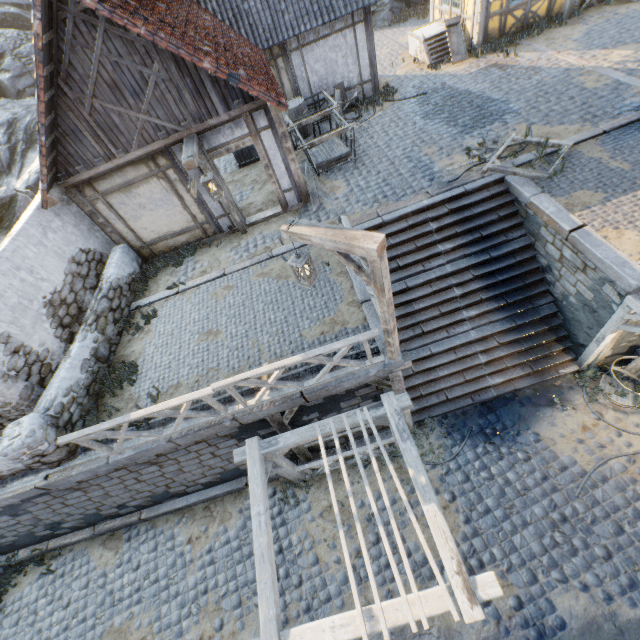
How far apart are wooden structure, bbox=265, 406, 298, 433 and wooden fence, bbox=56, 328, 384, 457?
0.35m

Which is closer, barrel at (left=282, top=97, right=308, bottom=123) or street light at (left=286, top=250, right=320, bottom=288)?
street light at (left=286, top=250, right=320, bottom=288)

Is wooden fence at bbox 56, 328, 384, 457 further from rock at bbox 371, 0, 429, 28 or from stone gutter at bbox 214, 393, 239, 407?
rock at bbox 371, 0, 429, 28

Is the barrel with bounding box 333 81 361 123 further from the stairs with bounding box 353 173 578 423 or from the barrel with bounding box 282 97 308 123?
the stairs with bounding box 353 173 578 423

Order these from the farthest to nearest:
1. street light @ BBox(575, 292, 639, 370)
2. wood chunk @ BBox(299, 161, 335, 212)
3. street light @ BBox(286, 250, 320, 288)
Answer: wood chunk @ BBox(299, 161, 335, 212)
street light @ BBox(575, 292, 639, 370)
street light @ BBox(286, 250, 320, 288)

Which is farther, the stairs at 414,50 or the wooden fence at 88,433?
the stairs at 414,50

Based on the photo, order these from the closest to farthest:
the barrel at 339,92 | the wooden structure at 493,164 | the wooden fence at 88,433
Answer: the wooden fence at 88,433
the wooden structure at 493,164
the barrel at 339,92

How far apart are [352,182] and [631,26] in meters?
11.2 m
